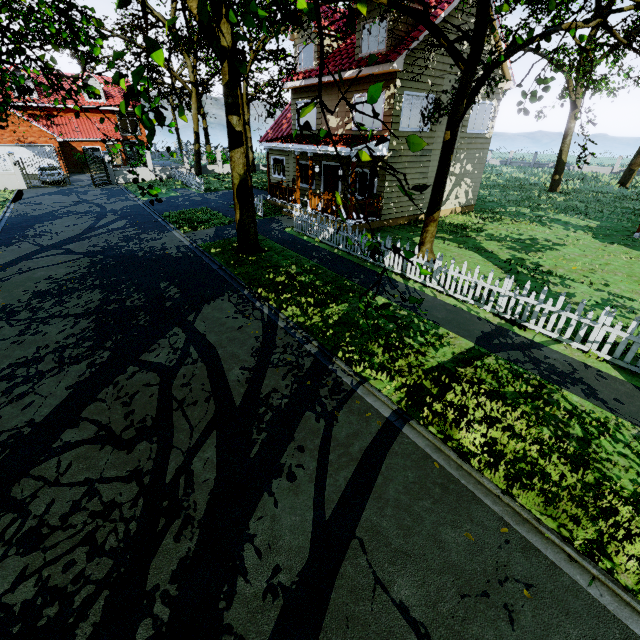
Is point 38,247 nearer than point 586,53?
Yes

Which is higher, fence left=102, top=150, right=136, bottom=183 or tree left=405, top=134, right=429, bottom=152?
tree left=405, top=134, right=429, bottom=152

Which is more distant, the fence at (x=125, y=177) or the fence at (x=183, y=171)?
the fence at (x=125, y=177)

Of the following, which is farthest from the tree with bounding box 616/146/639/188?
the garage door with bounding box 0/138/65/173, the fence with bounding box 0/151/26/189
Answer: the garage door with bounding box 0/138/65/173

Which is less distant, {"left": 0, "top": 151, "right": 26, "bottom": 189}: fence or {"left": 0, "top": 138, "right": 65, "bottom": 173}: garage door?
{"left": 0, "top": 151, "right": 26, "bottom": 189}: fence

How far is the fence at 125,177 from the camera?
27.6m

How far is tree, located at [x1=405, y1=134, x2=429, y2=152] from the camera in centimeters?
190cm
